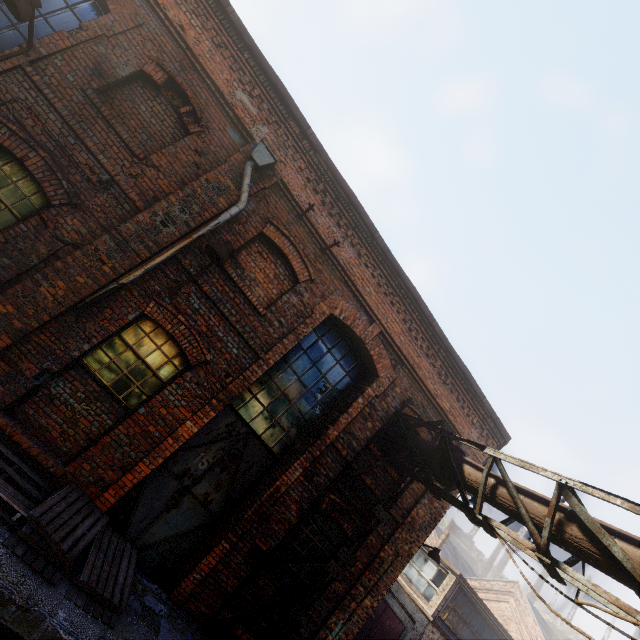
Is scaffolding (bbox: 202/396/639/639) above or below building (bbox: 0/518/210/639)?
above

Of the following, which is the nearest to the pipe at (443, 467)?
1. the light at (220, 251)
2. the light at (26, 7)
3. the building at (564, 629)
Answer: the light at (26, 7)

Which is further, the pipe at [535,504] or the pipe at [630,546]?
the pipe at [535,504]

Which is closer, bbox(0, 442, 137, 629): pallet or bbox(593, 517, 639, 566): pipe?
bbox(593, 517, 639, 566): pipe

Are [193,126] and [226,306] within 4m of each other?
yes

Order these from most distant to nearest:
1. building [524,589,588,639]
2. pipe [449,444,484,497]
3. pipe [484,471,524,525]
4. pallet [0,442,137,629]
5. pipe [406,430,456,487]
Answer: building [524,589,588,639] < pipe [406,430,456,487] < pipe [449,444,484,497] < pipe [484,471,524,525] < pallet [0,442,137,629]

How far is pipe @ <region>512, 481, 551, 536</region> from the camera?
4.30m

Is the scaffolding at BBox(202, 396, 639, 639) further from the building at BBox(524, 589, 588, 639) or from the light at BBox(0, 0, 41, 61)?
the building at BBox(524, 589, 588, 639)
